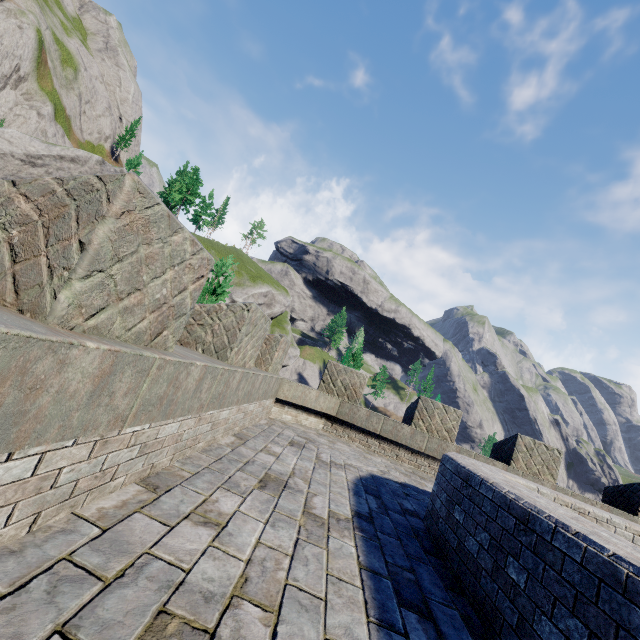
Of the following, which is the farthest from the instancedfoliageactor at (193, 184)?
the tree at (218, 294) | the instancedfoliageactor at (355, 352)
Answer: the instancedfoliageactor at (355, 352)

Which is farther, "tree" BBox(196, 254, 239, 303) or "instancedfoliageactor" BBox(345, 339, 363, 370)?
"instancedfoliageactor" BBox(345, 339, 363, 370)

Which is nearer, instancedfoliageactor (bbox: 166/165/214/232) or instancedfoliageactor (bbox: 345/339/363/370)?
instancedfoliageactor (bbox: 166/165/214/232)

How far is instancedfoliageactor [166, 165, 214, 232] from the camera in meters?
50.6 m

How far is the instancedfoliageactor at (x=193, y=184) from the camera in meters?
50.6 m

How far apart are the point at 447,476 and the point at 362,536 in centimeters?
151cm

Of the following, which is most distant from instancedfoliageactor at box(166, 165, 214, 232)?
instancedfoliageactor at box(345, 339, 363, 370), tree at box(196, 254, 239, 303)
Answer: instancedfoliageactor at box(345, 339, 363, 370)

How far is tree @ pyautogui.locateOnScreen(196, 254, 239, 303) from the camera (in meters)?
9.86
